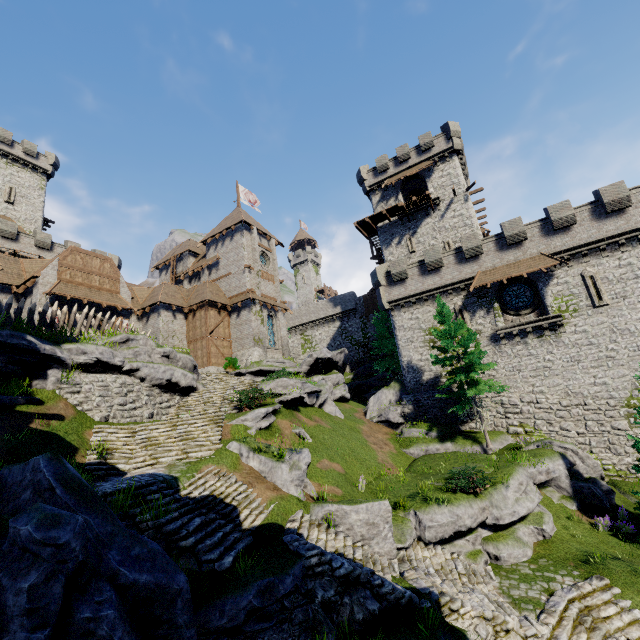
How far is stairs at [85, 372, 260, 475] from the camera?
12.9 meters

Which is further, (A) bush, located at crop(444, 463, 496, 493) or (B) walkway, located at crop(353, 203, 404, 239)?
(B) walkway, located at crop(353, 203, 404, 239)

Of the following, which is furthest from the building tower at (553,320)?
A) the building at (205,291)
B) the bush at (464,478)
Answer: the building at (205,291)

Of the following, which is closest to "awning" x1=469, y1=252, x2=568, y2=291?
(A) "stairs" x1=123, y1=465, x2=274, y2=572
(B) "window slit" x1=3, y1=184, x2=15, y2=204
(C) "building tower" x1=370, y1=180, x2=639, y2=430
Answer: (C) "building tower" x1=370, y1=180, x2=639, y2=430

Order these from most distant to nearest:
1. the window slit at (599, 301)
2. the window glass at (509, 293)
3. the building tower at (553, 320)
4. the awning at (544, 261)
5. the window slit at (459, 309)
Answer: the window slit at (459, 309)
the window glass at (509, 293)
the awning at (544, 261)
the window slit at (599, 301)
the building tower at (553, 320)

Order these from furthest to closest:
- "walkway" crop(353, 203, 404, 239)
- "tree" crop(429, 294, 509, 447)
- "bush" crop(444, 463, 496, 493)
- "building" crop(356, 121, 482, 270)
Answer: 1. "walkway" crop(353, 203, 404, 239)
2. "building" crop(356, 121, 482, 270)
3. "tree" crop(429, 294, 509, 447)
4. "bush" crop(444, 463, 496, 493)

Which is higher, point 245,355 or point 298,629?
point 245,355

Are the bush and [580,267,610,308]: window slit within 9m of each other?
no
